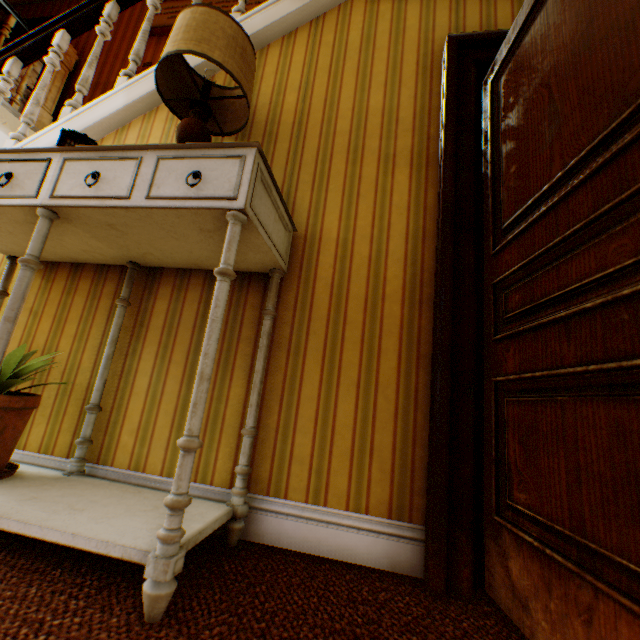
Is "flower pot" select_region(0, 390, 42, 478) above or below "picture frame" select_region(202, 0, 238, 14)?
below

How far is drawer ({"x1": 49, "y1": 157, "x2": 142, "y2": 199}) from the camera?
1.12m

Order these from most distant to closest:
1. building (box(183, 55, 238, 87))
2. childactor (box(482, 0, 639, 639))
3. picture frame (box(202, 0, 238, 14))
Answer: picture frame (box(202, 0, 238, 14))
building (box(183, 55, 238, 87))
childactor (box(482, 0, 639, 639))

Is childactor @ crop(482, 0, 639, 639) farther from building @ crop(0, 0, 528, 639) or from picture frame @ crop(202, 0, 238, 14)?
picture frame @ crop(202, 0, 238, 14)

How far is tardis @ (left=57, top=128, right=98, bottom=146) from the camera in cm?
147

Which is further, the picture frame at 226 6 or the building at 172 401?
the picture frame at 226 6

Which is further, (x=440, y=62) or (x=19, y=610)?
(x=440, y=62)

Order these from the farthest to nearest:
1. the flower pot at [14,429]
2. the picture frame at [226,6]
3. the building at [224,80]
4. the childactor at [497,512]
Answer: the picture frame at [226,6]
the building at [224,80]
the flower pot at [14,429]
the childactor at [497,512]
